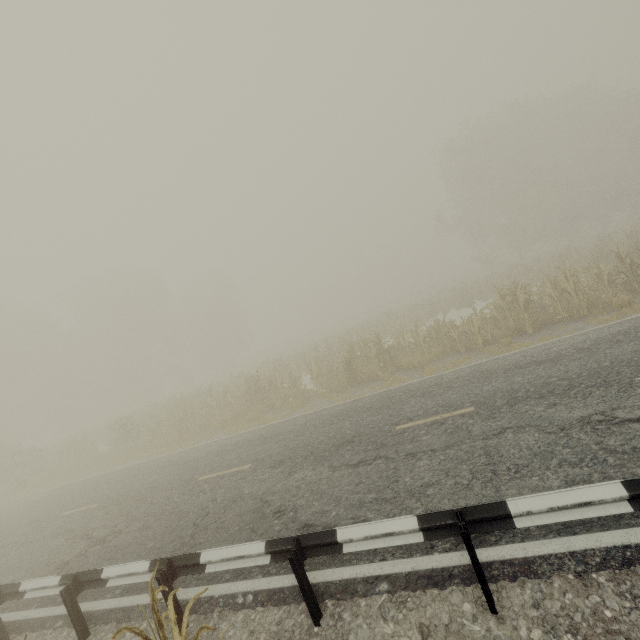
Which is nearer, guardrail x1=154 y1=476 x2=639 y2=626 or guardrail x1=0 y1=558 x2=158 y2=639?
guardrail x1=154 y1=476 x2=639 y2=626

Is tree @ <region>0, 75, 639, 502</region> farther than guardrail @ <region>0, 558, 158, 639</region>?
Yes

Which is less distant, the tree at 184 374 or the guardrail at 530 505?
the guardrail at 530 505

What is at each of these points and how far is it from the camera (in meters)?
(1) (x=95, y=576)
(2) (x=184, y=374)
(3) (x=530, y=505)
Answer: (1) guardrail, 5.05
(2) tree, 41.47
(3) guardrail, 3.23

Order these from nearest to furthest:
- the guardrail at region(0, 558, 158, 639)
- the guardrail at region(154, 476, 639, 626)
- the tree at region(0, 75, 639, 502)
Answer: the guardrail at region(154, 476, 639, 626)
the guardrail at region(0, 558, 158, 639)
the tree at region(0, 75, 639, 502)
